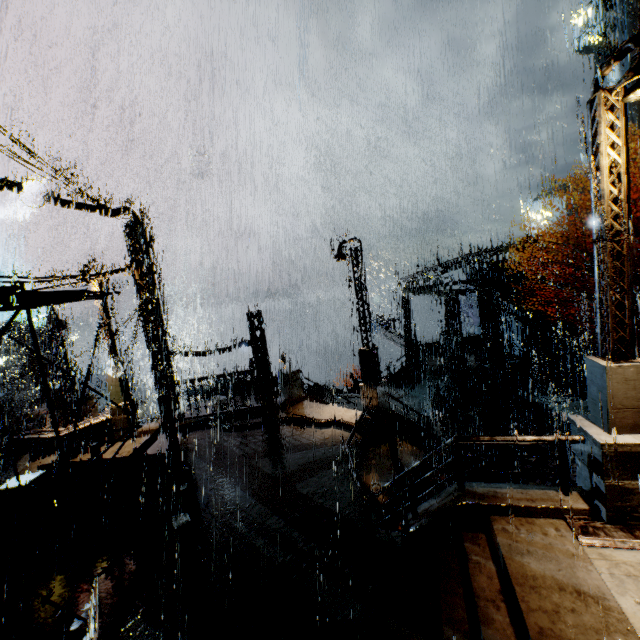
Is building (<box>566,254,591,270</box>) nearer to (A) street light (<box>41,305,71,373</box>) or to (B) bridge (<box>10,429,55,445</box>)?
(B) bridge (<box>10,429,55,445</box>)

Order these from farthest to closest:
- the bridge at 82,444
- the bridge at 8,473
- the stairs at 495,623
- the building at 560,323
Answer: the building at 560,323, the bridge at 82,444, the bridge at 8,473, the stairs at 495,623

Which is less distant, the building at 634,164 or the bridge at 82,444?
the bridge at 82,444

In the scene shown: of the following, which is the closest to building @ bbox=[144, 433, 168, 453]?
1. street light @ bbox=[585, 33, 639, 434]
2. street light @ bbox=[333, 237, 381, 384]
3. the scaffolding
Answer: the scaffolding

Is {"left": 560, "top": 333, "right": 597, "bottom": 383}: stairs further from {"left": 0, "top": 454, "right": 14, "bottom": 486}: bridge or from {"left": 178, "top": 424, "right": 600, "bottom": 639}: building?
{"left": 0, "top": 454, "right": 14, "bottom": 486}: bridge

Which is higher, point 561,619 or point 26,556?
point 561,619

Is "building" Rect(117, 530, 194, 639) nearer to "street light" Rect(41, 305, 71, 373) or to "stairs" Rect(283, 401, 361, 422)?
"stairs" Rect(283, 401, 361, 422)
